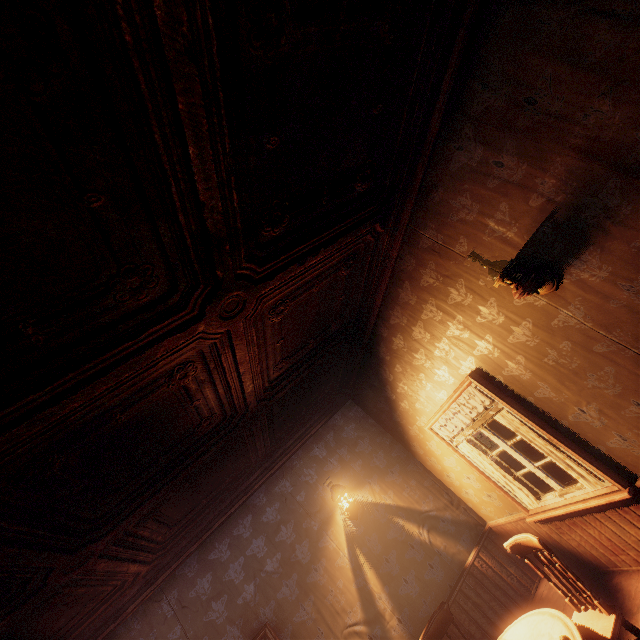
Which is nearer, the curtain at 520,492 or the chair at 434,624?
the chair at 434,624

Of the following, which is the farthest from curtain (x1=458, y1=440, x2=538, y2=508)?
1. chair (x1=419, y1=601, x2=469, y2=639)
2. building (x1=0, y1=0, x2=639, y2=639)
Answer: chair (x1=419, y1=601, x2=469, y2=639)

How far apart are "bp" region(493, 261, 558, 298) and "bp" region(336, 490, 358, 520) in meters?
3.9 m

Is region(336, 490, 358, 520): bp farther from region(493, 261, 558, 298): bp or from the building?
region(493, 261, 558, 298): bp

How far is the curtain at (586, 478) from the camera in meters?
3.2 m

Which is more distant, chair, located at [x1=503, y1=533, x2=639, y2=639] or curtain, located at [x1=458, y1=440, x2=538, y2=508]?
curtain, located at [x1=458, y1=440, x2=538, y2=508]

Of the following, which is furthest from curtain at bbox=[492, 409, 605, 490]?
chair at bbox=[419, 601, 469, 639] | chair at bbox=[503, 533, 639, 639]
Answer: chair at bbox=[419, 601, 469, 639]

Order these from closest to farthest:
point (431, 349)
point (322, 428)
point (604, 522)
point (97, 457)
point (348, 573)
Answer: point (97, 457) < point (604, 522) < point (431, 349) < point (348, 573) < point (322, 428)
